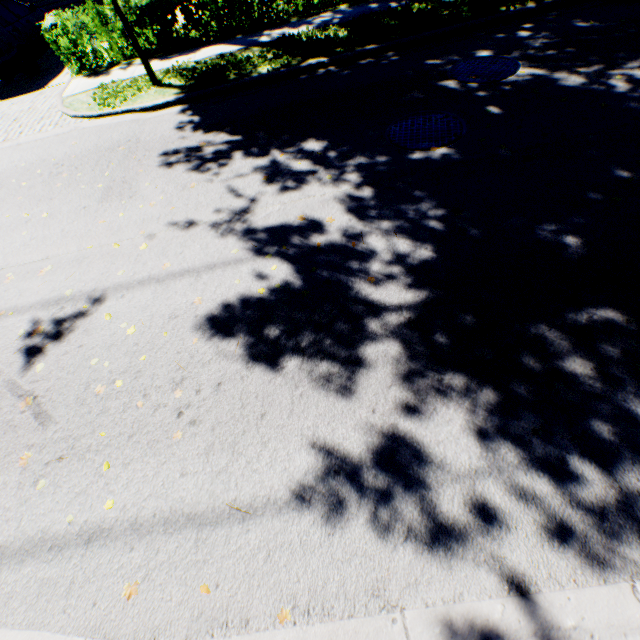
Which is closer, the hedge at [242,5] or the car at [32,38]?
the hedge at [242,5]

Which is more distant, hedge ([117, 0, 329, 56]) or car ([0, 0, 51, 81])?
car ([0, 0, 51, 81])

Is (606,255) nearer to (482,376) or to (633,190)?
(633,190)
